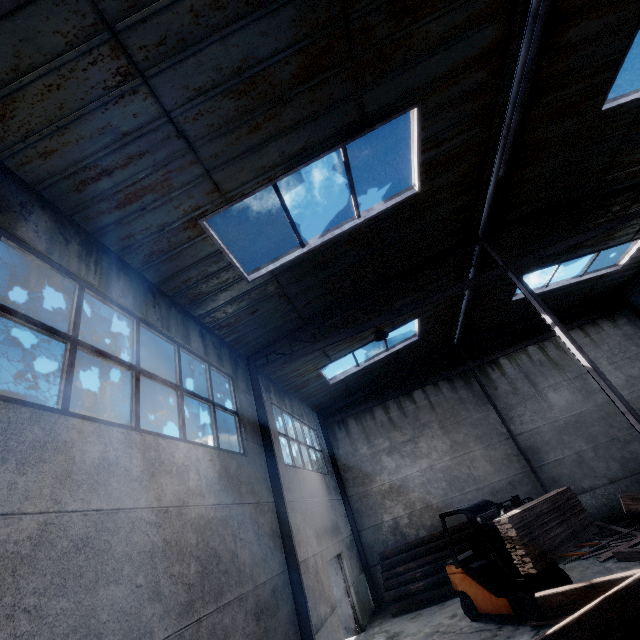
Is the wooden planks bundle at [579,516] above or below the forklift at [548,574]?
above

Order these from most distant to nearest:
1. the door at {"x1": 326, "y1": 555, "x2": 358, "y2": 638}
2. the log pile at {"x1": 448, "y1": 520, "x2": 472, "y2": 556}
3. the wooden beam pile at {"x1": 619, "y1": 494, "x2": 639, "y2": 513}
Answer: the log pile at {"x1": 448, "y1": 520, "x2": 472, "y2": 556} < the door at {"x1": 326, "y1": 555, "x2": 358, "y2": 638} < the wooden beam pile at {"x1": 619, "y1": 494, "x2": 639, "y2": 513}

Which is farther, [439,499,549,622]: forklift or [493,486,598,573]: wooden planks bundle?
[439,499,549,622]: forklift

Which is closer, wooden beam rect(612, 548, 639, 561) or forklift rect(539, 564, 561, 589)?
forklift rect(539, 564, 561, 589)

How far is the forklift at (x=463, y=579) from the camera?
7.1m

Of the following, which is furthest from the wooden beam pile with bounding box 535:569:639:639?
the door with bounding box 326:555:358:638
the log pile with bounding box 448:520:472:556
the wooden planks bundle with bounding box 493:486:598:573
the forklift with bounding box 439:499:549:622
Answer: the door with bounding box 326:555:358:638

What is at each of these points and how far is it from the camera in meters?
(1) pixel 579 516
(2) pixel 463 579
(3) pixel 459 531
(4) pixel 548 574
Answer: (1) wooden planks bundle, 7.5
(2) forklift, 8.4
(3) log pile, 11.8
(4) forklift, 7.6
